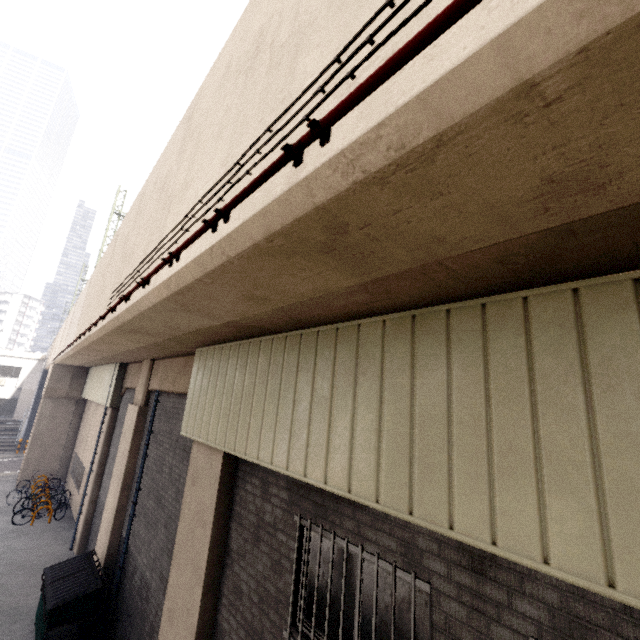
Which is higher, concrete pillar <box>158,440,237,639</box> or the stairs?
concrete pillar <box>158,440,237,639</box>

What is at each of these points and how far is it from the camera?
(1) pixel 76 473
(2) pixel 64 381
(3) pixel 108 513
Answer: (1) window, 17.02m
(2) concrete pillar, 19.20m
(3) concrete pillar, 9.58m

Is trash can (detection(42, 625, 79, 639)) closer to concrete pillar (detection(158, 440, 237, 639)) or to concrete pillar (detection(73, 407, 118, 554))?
concrete pillar (detection(158, 440, 237, 639))

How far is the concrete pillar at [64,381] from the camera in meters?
18.7 m

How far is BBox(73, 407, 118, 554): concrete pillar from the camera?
11.85m

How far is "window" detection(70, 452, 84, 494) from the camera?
15.7m

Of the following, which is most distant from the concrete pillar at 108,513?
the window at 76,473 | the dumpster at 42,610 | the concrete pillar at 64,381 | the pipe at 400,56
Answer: the concrete pillar at 64,381

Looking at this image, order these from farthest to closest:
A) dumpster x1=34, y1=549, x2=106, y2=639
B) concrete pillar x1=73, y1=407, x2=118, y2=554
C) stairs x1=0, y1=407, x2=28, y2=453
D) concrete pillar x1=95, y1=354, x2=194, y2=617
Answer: stairs x1=0, y1=407, x2=28, y2=453 < concrete pillar x1=73, y1=407, x2=118, y2=554 < concrete pillar x1=95, y1=354, x2=194, y2=617 < dumpster x1=34, y1=549, x2=106, y2=639
